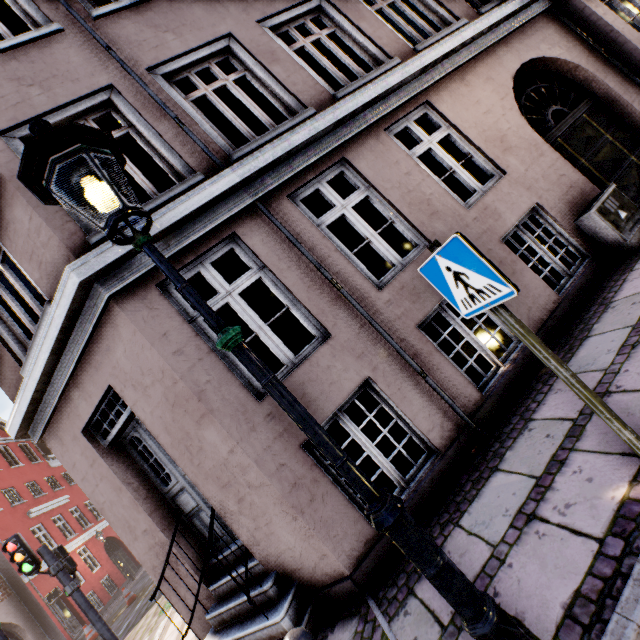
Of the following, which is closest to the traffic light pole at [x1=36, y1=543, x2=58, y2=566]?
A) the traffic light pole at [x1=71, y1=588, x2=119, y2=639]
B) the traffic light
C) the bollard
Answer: the traffic light

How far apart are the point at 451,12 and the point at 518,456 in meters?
7.8

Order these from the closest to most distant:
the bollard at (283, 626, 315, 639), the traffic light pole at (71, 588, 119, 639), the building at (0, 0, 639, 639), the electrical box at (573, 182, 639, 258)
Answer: the bollard at (283, 626, 315, 639)
the building at (0, 0, 639, 639)
the electrical box at (573, 182, 639, 258)
the traffic light pole at (71, 588, 119, 639)

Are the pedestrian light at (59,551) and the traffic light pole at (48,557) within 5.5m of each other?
yes

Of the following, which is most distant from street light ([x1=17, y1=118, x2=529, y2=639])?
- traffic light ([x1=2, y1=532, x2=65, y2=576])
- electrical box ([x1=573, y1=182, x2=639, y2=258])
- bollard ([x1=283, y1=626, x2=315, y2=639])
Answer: electrical box ([x1=573, y1=182, x2=639, y2=258])

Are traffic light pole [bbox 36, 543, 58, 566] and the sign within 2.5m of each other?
no

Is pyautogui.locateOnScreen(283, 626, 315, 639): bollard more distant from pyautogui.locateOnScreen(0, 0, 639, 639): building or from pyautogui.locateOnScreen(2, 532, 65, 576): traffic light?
pyautogui.locateOnScreen(2, 532, 65, 576): traffic light

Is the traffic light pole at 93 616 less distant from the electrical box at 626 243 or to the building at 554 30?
the building at 554 30
